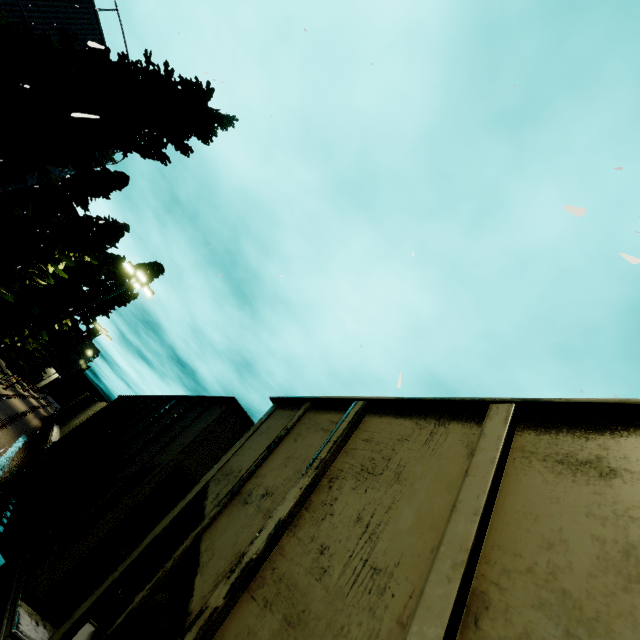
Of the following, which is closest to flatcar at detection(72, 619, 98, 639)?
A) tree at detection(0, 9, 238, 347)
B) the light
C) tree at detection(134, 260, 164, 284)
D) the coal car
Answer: the coal car

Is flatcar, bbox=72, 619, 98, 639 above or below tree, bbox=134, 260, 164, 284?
below

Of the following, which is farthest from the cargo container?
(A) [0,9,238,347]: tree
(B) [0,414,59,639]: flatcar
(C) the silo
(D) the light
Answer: (A) [0,9,238,347]: tree

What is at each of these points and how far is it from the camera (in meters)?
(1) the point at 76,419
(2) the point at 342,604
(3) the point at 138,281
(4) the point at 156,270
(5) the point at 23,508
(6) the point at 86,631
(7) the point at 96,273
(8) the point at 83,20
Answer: (1) cargo container, 18.92
(2) coal car, 1.48
(3) light, 20.19
(4) tree, 38.88
(5) flatcar, 6.82
(6) flatcar, 3.25
(7) tree, 26.55
(8) silo, 14.93

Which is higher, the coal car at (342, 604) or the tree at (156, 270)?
the tree at (156, 270)

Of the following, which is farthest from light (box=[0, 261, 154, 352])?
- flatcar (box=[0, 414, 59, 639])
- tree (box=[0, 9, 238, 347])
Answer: flatcar (box=[0, 414, 59, 639])

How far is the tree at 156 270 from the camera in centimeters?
3778cm

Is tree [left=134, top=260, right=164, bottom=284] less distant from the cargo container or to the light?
the cargo container
